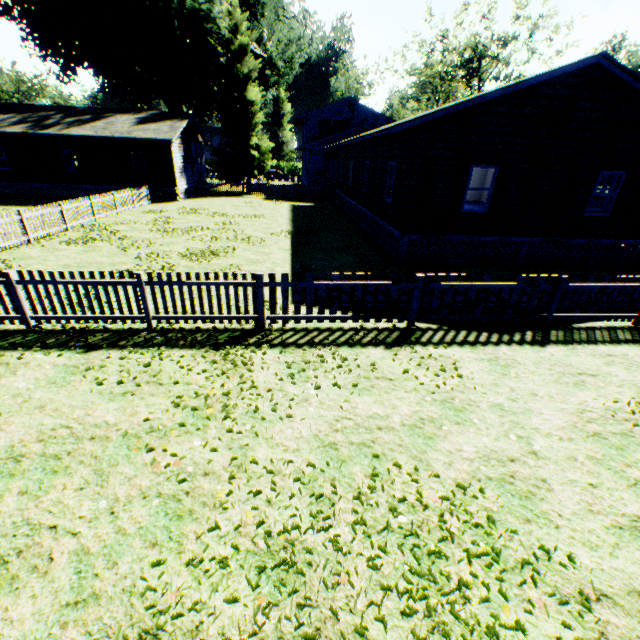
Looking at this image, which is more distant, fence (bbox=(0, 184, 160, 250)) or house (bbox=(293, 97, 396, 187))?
house (bbox=(293, 97, 396, 187))

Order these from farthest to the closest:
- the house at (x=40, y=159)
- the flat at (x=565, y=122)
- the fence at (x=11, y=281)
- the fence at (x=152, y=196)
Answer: the house at (x=40, y=159) < the fence at (x=152, y=196) < the flat at (x=565, y=122) < the fence at (x=11, y=281)

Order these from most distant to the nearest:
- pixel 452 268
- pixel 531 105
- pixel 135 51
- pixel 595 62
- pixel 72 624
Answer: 1. pixel 135 51
2. pixel 452 268
3. pixel 531 105
4. pixel 595 62
5. pixel 72 624

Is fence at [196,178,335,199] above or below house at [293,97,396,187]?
below

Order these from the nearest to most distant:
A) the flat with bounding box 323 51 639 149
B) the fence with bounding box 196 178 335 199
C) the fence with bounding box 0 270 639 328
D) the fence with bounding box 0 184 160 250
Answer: the fence with bounding box 0 270 639 328, the flat with bounding box 323 51 639 149, the fence with bounding box 0 184 160 250, the fence with bounding box 196 178 335 199

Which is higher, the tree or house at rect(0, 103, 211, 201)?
the tree

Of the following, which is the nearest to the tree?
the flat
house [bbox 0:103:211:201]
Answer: the flat

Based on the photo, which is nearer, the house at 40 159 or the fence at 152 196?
the fence at 152 196
